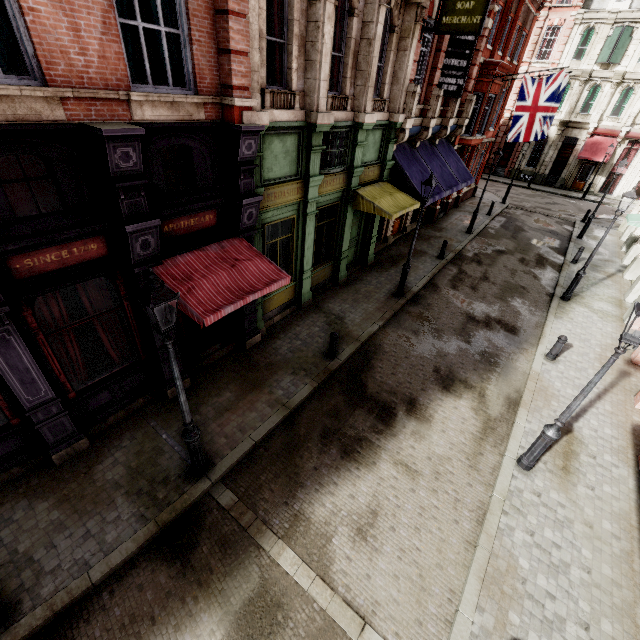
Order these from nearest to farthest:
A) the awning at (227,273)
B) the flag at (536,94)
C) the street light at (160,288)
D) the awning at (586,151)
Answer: the street light at (160,288)
the awning at (227,273)
the flag at (536,94)
the awning at (586,151)

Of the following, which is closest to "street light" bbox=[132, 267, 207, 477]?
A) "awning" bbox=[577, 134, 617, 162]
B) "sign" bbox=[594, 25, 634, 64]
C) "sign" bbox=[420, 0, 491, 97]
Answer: "sign" bbox=[420, 0, 491, 97]

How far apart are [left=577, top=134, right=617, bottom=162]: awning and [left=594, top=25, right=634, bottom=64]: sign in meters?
5.2 m

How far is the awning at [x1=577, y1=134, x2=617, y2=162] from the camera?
30.4 meters

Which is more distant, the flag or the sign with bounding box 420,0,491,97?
the flag

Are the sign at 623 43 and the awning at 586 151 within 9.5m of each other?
yes

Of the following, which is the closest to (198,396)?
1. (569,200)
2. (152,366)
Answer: (152,366)

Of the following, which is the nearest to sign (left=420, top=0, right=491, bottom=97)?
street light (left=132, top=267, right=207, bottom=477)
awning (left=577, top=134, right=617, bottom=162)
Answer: street light (left=132, top=267, right=207, bottom=477)
